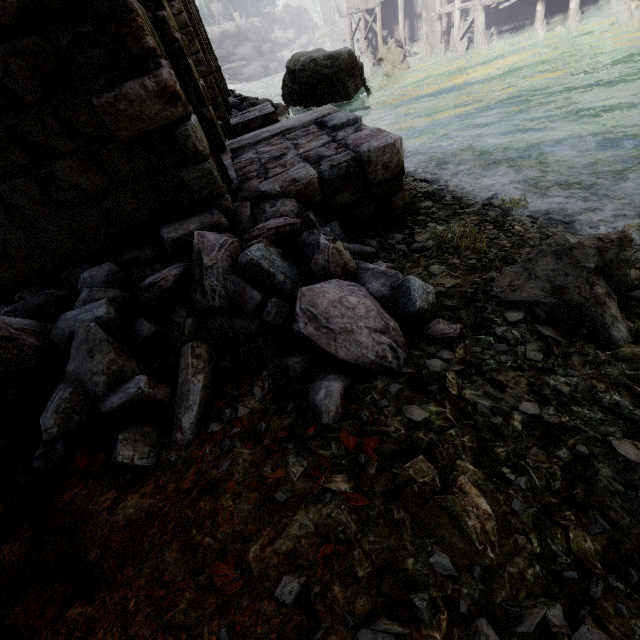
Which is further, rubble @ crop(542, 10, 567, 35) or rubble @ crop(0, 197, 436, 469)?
rubble @ crop(542, 10, 567, 35)

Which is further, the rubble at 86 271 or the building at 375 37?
the building at 375 37

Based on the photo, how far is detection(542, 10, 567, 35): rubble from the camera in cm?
1842

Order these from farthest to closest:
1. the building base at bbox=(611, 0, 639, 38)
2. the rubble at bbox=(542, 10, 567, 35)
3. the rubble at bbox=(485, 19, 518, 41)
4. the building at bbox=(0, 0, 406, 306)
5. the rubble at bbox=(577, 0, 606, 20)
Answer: the rubble at bbox=(485, 19, 518, 41)
the rubble at bbox=(542, 10, 567, 35)
the rubble at bbox=(577, 0, 606, 20)
the building base at bbox=(611, 0, 639, 38)
the building at bbox=(0, 0, 406, 306)

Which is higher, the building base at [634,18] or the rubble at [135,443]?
the rubble at [135,443]

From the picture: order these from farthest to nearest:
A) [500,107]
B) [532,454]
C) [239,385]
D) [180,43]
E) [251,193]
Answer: [500,107], [180,43], [251,193], [239,385], [532,454]

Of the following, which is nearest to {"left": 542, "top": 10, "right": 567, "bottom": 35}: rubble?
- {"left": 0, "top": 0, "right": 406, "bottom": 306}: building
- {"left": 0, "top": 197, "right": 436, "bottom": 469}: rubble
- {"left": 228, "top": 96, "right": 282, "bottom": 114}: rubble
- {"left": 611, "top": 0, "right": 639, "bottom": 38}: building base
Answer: {"left": 0, "top": 0, "right": 406, "bottom": 306}: building

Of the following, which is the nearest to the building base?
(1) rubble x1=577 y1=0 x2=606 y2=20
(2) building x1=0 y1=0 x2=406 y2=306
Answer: (2) building x1=0 y1=0 x2=406 y2=306
